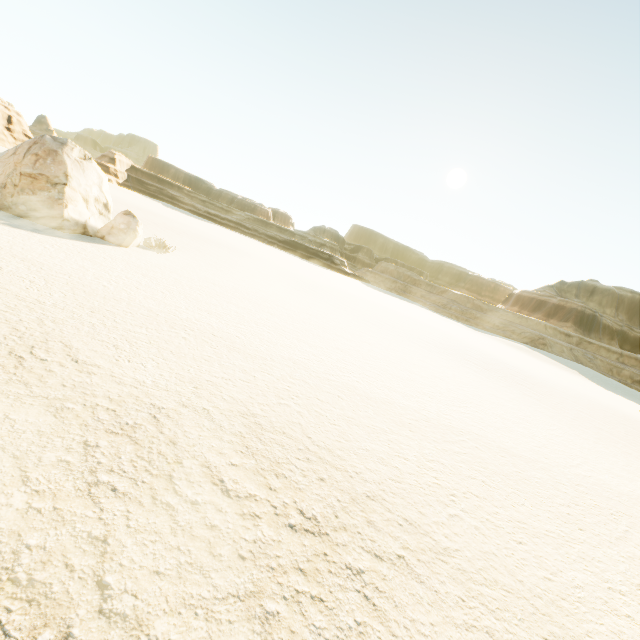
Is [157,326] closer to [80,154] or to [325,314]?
[325,314]
